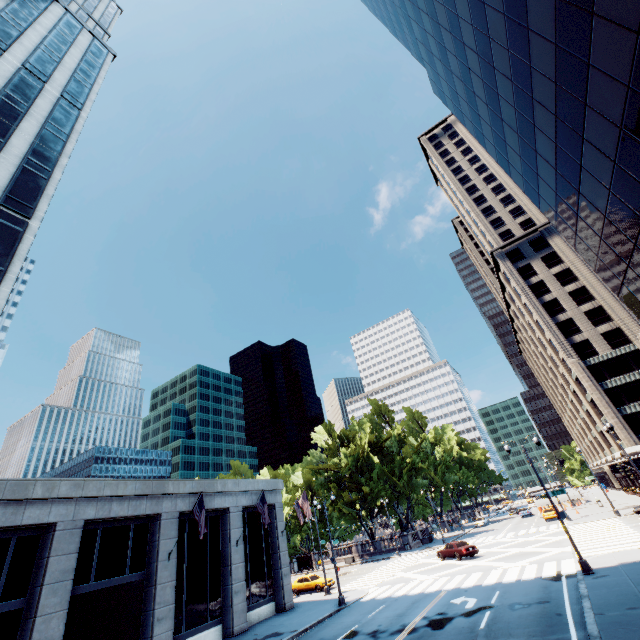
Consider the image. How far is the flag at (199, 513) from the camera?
19.8 meters

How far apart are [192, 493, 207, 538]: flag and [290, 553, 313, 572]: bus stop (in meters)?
40.86

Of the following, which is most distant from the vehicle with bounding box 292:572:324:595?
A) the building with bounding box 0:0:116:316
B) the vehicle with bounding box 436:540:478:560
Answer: the vehicle with bounding box 436:540:478:560

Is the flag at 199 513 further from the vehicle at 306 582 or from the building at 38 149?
the vehicle at 306 582

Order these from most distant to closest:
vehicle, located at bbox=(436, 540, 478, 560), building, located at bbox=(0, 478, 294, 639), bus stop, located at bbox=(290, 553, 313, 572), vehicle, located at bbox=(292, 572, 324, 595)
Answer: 1. bus stop, located at bbox=(290, 553, 313, 572)
2. vehicle, located at bbox=(292, 572, 324, 595)
3. vehicle, located at bbox=(436, 540, 478, 560)
4. building, located at bbox=(0, 478, 294, 639)

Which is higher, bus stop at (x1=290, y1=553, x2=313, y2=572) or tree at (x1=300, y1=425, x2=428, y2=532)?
tree at (x1=300, y1=425, x2=428, y2=532)

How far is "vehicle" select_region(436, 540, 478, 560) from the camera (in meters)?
31.05

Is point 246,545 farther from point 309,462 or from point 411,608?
point 309,462
